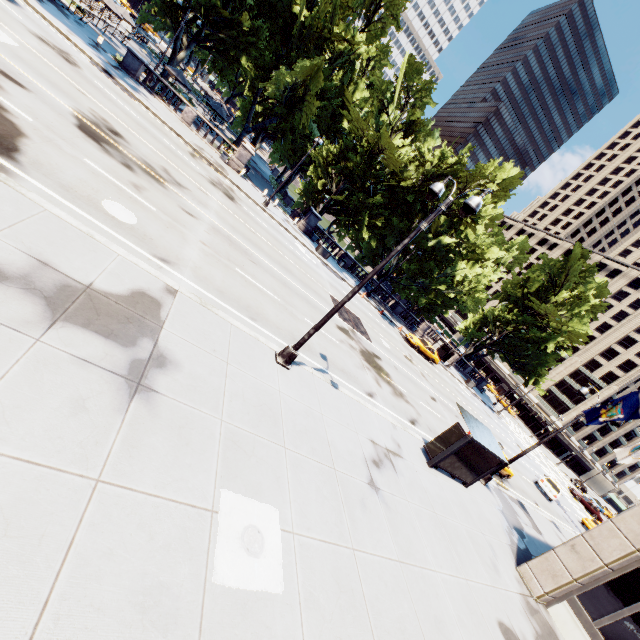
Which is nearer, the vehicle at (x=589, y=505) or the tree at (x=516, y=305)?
the vehicle at (x=589, y=505)

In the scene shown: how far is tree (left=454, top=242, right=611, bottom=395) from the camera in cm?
4100

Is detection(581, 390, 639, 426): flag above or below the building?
above

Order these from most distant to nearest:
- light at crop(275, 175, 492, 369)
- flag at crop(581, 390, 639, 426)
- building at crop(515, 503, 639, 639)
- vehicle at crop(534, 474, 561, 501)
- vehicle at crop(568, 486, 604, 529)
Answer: vehicle at crop(568, 486, 604, 529) → vehicle at crop(534, 474, 561, 501) → flag at crop(581, 390, 639, 426) → building at crop(515, 503, 639, 639) → light at crop(275, 175, 492, 369)

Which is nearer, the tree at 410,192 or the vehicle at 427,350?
the tree at 410,192

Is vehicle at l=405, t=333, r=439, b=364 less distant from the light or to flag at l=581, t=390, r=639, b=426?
flag at l=581, t=390, r=639, b=426

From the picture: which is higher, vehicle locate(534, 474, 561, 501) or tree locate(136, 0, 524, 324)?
tree locate(136, 0, 524, 324)

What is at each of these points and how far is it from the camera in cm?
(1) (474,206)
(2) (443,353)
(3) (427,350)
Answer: (1) light, 769
(2) bus stop, 4353
(3) vehicle, 3516
